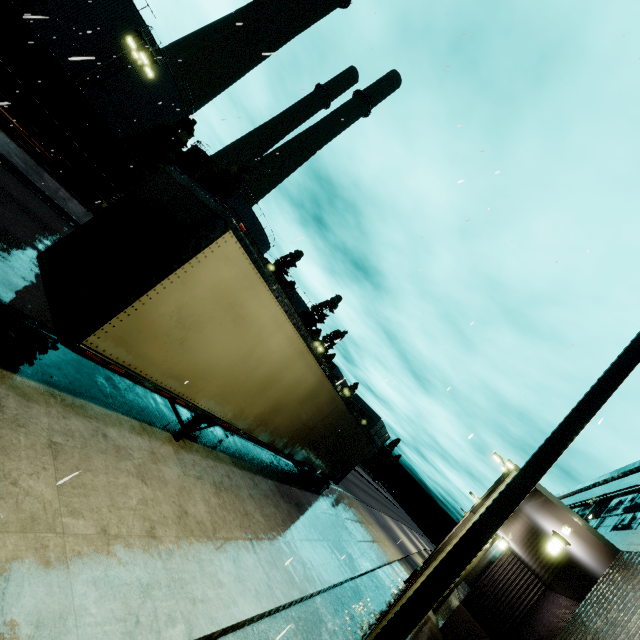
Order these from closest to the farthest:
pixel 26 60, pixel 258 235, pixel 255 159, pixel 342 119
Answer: pixel 342 119 < pixel 255 159 < pixel 26 60 < pixel 258 235

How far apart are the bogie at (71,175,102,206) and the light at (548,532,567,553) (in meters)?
26.89

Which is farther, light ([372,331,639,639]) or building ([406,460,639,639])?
building ([406,460,639,639])

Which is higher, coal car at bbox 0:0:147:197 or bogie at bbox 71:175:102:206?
coal car at bbox 0:0:147:197

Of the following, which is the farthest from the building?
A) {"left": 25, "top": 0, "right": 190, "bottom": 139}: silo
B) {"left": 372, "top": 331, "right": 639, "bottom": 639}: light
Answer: {"left": 25, "top": 0, "right": 190, "bottom": 139}: silo

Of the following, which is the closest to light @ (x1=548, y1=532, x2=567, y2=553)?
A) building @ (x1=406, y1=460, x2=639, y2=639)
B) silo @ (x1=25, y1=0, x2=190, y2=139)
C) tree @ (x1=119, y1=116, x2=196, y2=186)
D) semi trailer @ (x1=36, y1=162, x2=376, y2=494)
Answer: building @ (x1=406, y1=460, x2=639, y2=639)

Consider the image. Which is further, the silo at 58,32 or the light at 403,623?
the silo at 58,32

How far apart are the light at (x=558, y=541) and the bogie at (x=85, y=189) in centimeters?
2689cm
